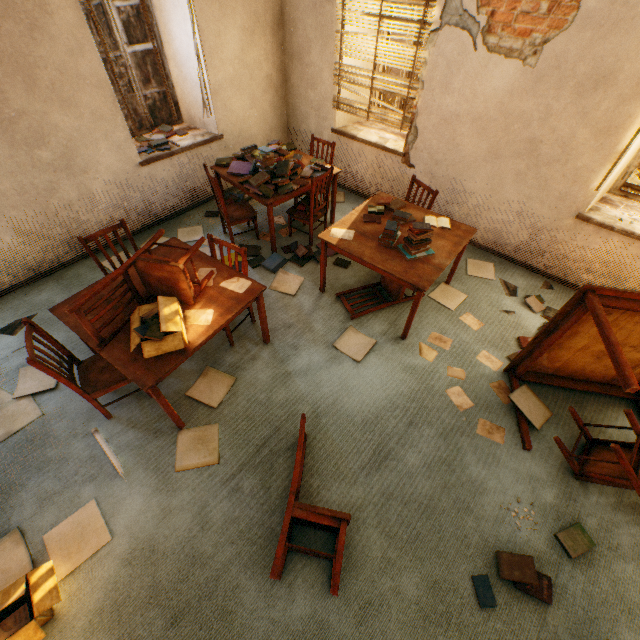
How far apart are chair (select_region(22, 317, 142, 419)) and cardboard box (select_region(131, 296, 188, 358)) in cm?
10

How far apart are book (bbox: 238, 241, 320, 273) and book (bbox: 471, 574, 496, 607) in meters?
3.3 m

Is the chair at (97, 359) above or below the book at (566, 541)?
above

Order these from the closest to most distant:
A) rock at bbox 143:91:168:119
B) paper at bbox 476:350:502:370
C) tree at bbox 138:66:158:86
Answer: paper at bbox 476:350:502:370 < tree at bbox 138:66:158:86 < rock at bbox 143:91:168:119

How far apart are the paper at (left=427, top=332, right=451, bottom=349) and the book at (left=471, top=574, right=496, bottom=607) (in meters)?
1.74

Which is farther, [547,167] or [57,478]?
[547,167]

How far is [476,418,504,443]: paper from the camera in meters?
2.7 m

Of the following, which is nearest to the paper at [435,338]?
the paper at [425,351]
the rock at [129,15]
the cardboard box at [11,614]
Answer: the paper at [425,351]
